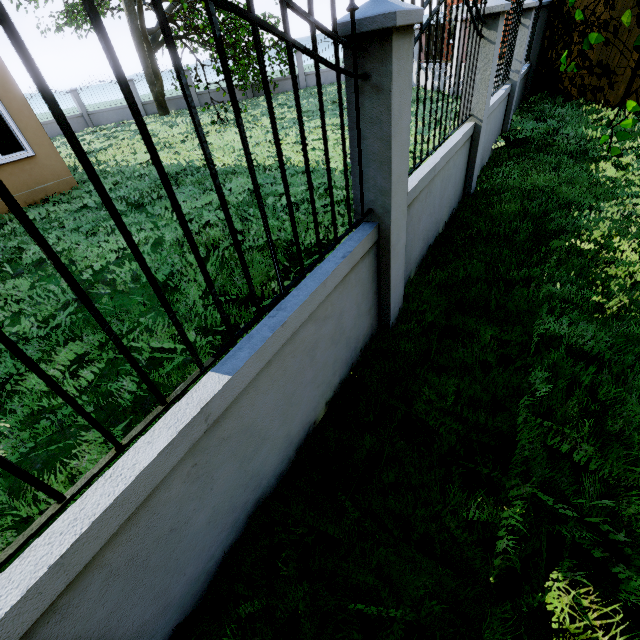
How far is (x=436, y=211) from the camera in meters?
4.4 m

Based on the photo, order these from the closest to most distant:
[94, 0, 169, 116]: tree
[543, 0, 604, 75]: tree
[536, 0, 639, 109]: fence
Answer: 1. [543, 0, 604, 75]: tree
2. [536, 0, 639, 109]: fence
3. [94, 0, 169, 116]: tree

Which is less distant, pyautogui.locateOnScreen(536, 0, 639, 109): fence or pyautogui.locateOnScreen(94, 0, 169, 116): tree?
pyautogui.locateOnScreen(536, 0, 639, 109): fence

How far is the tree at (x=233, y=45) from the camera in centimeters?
1419cm

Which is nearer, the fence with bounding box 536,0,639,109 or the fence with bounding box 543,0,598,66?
the fence with bounding box 536,0,639,109

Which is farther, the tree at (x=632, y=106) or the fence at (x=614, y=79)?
the fence at (x=614, y=79)
